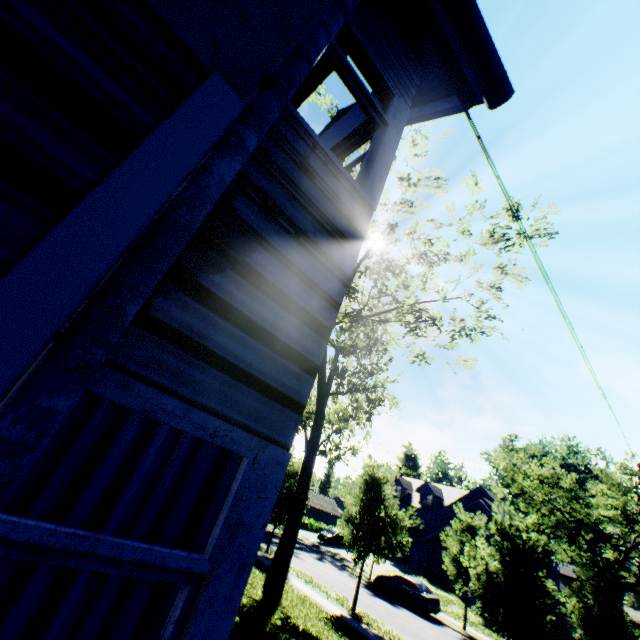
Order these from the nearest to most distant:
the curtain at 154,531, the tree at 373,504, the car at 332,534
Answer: the curtain at 154,531 < the tree at 373,504 < the car at 332,534

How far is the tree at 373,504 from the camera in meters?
16.8

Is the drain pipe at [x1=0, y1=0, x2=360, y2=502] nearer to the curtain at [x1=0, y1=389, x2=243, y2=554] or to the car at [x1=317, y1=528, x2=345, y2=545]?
the curtain at [x1=0, y1=389, x2=243, y2=554]

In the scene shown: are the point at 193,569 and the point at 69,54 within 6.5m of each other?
yes

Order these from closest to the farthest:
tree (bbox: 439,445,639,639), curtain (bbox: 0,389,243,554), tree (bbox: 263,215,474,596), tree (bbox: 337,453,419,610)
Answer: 1. curtain (bbox: 0,389,243,554)
2. tree (bbox: 439,445,639,639)
3. tree (bbox: 263,215,474,596)
4. tree (bbox: 337,453,419,610)

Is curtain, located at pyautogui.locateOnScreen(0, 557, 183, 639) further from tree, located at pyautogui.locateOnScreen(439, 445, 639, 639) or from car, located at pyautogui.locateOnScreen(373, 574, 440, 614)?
car, located at pyautogui.locateOnScreen(373, 574, 440, 614)

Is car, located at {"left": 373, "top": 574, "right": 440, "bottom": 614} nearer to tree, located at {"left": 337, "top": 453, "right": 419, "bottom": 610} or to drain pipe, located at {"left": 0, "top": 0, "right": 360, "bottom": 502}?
tree, located at {"left": 337, "top": 453, "right": 419, "bottom": 610}

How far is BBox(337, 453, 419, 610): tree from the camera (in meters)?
16.81
